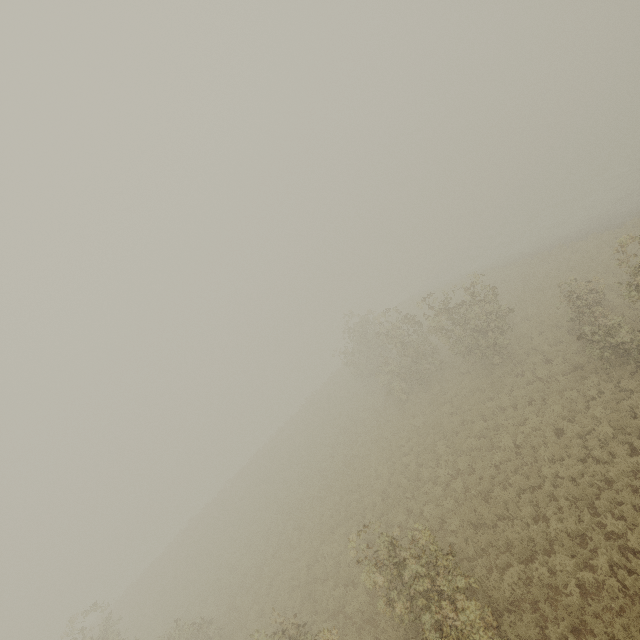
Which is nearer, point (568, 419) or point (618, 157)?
point (568, 419)
